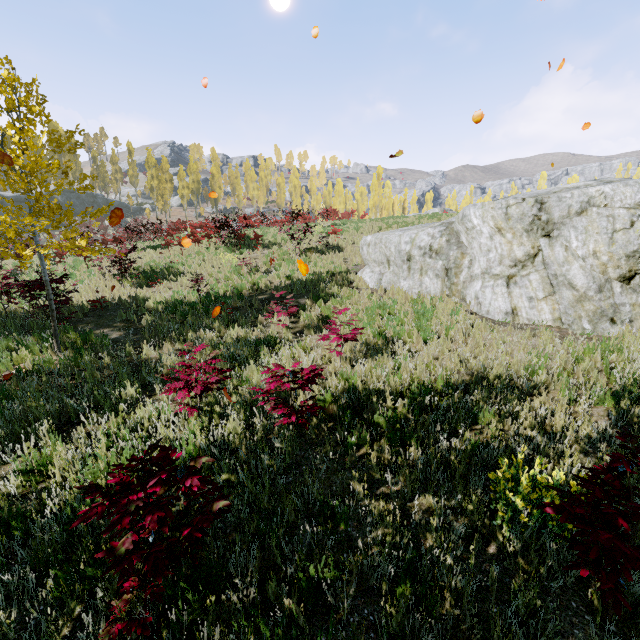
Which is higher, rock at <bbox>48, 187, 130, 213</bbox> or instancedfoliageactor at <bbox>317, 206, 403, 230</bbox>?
rock at <bbox>48, 187, 130, 213</bbox>

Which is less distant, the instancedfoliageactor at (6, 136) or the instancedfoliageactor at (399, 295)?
the instancedfoliageactor at (6, 136)

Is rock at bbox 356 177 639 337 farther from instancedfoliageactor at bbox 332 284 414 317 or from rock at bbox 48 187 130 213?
rock at bbox 48 187 130 213

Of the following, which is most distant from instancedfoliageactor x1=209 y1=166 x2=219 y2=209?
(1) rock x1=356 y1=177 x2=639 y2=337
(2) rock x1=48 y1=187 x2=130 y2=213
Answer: (1) rock x1=356 y1=177 x2=639 y2=337

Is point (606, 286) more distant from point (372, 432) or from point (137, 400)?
point (137, 400)

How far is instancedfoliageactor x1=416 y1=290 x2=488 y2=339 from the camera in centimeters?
771cm

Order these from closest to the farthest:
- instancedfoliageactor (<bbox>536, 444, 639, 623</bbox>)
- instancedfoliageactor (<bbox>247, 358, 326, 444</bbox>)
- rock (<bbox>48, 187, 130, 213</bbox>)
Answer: instancedfoliageactor (<bbox>536, 444, 639, 623</bbox>) < instancedfoliageactor (<bbox>247, 358, 326, 444</bbox>) < rock (<bbox>48, 187, 130, 213</bbox>)
